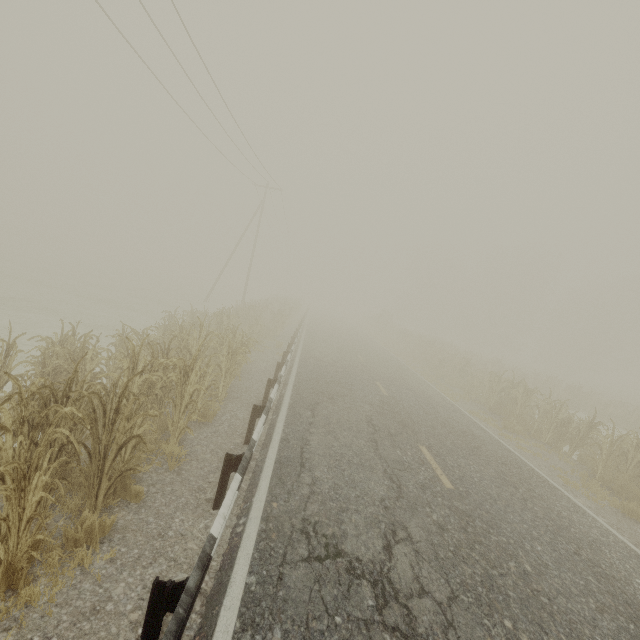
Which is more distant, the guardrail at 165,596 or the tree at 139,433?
the tree at 139,433

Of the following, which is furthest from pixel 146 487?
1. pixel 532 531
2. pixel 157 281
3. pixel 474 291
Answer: pixel 474 291

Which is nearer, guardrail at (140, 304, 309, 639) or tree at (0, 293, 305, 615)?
guardrail at (140, 304, 309, 639)
